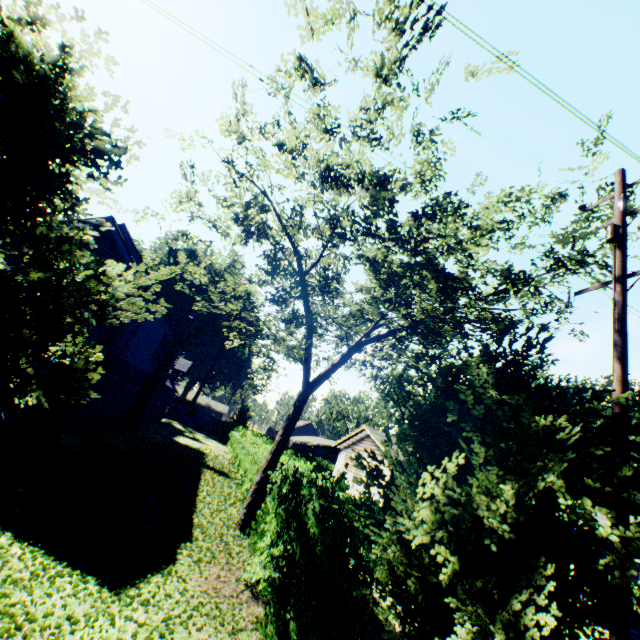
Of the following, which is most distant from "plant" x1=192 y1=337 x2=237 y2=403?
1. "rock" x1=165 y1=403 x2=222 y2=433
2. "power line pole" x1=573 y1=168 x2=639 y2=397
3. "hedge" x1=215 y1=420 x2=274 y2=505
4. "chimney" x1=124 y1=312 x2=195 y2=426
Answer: "power line pole" x1=573 y1=168 x2=639 y2=397

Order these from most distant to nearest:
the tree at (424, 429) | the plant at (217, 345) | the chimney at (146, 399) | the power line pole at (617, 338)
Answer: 1. the plant at (217, 345)
2. the chimney at (146, 399)
3. the power line pole at (617, 338)
4. the tree at (424, 429)

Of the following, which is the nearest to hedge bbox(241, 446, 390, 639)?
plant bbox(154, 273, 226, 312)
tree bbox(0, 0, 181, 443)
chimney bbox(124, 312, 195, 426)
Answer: tree bbox(0, 0, 181, 443)

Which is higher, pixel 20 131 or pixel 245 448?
pixel 20 131

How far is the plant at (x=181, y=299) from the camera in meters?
54.5

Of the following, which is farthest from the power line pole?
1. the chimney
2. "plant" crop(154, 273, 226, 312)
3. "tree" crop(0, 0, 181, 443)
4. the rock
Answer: the rock

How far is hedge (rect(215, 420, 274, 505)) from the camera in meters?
14.6 m

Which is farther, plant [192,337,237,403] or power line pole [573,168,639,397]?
plant [192,337,237,403]
